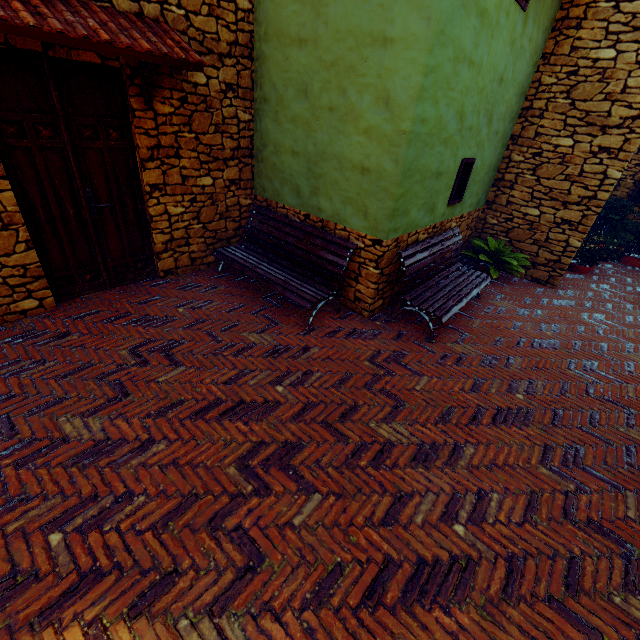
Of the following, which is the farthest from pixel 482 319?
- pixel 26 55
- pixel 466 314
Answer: pixel 26 55

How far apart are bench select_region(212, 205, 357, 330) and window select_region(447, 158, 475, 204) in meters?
2.1 m

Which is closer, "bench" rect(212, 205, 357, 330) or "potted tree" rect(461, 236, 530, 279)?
"bench" rect(212, 205, 357, 330)

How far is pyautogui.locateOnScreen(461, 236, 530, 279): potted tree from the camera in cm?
636

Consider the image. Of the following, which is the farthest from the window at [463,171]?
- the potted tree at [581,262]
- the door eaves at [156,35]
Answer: the potted tree at [581,262]

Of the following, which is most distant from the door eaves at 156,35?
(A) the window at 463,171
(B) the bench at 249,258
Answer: (A) the window at 463,171

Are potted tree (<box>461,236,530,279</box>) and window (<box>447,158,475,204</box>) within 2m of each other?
yes

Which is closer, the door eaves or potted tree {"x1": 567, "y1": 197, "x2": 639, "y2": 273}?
the door eaves
